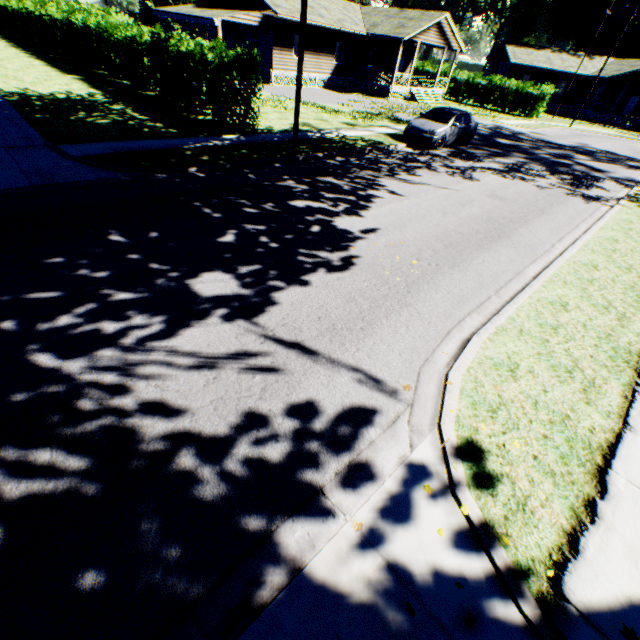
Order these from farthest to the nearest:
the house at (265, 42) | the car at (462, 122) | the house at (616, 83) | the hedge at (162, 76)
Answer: the house at (616, 83)
the house at (265, 42)
the car at (462, 122)
the hedge at (162, 76)

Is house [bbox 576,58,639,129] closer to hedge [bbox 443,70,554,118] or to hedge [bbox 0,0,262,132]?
hedge [bbox 443,70,554,118]

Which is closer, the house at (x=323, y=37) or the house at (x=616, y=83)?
the house at (x=323, y=37)

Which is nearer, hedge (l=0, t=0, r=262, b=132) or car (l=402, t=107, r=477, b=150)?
hedge (l=0, t=0, r=262, b=132)

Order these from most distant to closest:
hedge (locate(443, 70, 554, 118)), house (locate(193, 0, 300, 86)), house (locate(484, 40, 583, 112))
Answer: house (locate(484, 40, 583, 112)) → hedge (locate(443, 70, 554, 118)) → house (locate(193, 0, 300, 86))

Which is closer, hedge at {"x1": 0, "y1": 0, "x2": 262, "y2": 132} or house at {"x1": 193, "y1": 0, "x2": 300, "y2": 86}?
hedge at {"x1": 0, "y1": 0, "x2": 262, "y2": 132}

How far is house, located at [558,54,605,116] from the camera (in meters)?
41.91

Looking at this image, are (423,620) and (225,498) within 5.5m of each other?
yes
